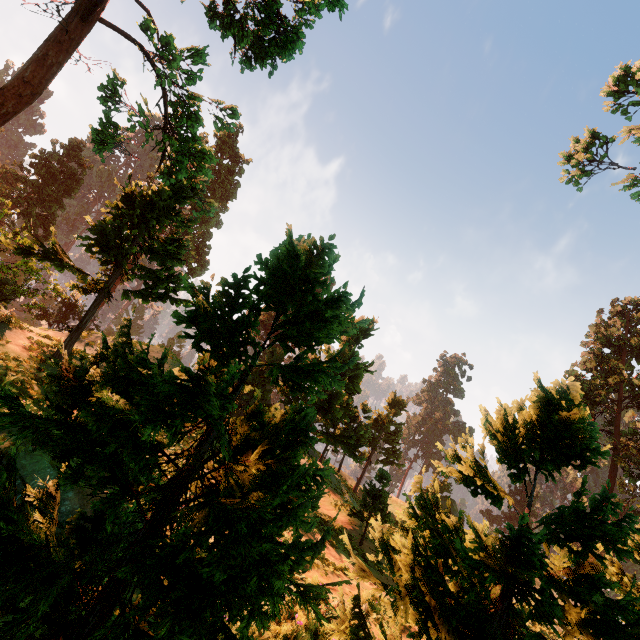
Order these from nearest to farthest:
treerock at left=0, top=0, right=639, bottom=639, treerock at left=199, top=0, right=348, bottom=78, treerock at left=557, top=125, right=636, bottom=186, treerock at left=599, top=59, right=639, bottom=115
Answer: treerock at left=0, top=0, right=639, bottom=639 → treerock at left=199, top=0, right=348, bottom=78 → treerock at left=599, top=59, right=639, bottom=115 → treerock at left=557, top=125, right=636, bottom=186

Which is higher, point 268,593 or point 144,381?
point 144,381

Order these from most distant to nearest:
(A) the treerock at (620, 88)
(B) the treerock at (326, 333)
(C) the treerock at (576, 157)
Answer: (C) the treerock at (576, 157)
(A) the treerock at (620, 88)
(B) the treerock at (326, 333)

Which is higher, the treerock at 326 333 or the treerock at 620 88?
the treerock at 620 88

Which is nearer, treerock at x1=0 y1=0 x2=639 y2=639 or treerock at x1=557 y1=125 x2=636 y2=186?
treerock at x1=0 y1=0 x2=639 y2=639

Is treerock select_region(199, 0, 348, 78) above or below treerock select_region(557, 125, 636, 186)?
below
